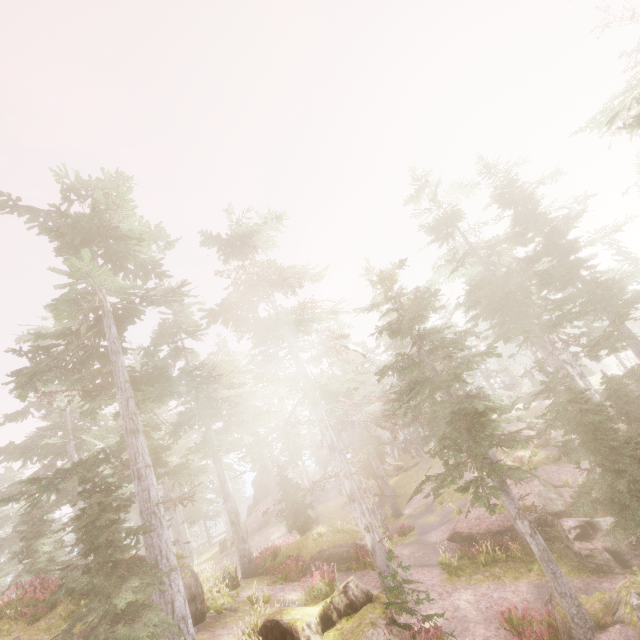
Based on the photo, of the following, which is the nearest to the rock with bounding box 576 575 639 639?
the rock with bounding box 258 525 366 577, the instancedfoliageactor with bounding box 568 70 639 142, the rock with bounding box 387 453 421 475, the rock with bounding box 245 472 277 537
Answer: the instancedfoliageactor with bounding box 568 70 639 142

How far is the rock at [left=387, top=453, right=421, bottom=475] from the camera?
35.9m

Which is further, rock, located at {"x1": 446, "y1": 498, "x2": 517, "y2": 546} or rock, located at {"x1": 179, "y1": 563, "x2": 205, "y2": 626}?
rock, located at {"x1": 446, "y1": 498, "x2": 517, "y2": 546}

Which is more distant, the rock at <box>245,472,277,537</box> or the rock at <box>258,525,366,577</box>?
the rock at <box>245,472,277,537</box>

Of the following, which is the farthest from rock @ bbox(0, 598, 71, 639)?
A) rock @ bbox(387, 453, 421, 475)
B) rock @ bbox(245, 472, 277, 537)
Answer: rock @ bbox(387, 453, 421, 475)

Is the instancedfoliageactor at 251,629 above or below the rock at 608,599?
above

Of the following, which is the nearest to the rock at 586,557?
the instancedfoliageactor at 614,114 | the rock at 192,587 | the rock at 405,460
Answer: the instancedfoliageactor at 614,114

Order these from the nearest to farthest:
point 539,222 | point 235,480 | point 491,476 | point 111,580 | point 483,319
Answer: point 111,580 → point 491,476 → point 539,222 → point 483,319 → point 235,480
